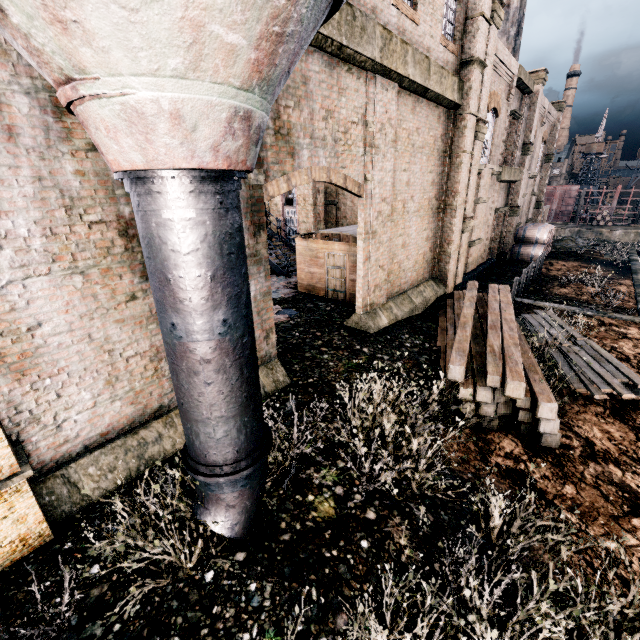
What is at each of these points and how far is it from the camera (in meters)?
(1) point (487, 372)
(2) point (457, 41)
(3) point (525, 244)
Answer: (1) wood pile, 7.96
(2) building, 13.24
(3) wooden barrel, 26.86

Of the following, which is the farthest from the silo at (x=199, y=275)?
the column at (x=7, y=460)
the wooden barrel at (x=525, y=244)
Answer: the wooden barrel at (x=525, y=244)

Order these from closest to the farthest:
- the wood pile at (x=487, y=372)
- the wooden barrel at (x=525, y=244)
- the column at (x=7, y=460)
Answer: the column at (x=7, y=460), the wood pile at (x=487, y=372), the wooden barrel at (x=525, y=244)

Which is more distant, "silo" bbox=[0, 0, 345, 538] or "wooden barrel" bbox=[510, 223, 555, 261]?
"wooden barrel" bbox=[510, 223, 555, 261]

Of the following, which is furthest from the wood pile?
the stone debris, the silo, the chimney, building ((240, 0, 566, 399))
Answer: the chimney

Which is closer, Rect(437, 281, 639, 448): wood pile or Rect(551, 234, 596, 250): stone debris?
Rect(437, 281, 639, 448): wood pile

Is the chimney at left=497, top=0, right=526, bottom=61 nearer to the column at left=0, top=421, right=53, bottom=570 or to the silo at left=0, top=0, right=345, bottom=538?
the silo at left=0, top=0, right=345, bottom=538

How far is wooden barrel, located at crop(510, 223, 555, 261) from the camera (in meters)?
26.23
